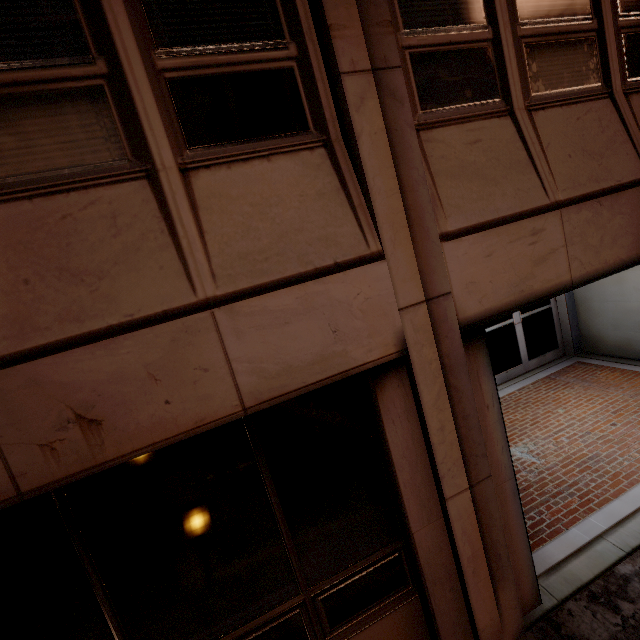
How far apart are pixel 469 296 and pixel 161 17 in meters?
2.9 m
